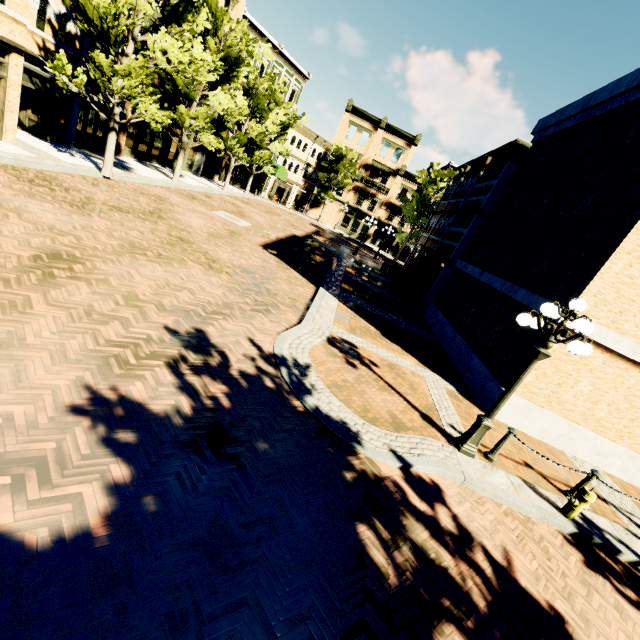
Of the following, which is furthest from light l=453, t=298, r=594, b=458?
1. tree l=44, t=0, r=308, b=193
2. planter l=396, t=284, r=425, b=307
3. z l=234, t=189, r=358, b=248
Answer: z l=234, t=189, r=358, b=248

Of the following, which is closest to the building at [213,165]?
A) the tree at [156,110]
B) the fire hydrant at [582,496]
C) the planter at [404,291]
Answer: the tree at [156,110]

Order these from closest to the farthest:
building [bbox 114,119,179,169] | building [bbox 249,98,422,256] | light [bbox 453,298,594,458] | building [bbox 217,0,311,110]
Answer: light [bbox 453,298,594,458] → building [bbox 114,119,179,169] → building [bbox 217,0,311,110] → building [bbox 249,98,422,256]

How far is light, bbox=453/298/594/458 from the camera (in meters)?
5.37

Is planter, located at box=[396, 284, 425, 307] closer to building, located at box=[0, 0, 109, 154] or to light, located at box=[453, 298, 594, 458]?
light, located at box=[453, 298, 594, 458]

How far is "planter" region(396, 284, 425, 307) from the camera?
18.8m

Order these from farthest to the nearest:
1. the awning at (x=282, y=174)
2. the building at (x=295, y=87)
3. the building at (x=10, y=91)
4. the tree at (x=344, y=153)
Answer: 1. the tree at (x=344, y=153)
2. the awning at (x=282, y=174)
3. the building at (x=295, y=87)
4. the building at (x=10, y=91)

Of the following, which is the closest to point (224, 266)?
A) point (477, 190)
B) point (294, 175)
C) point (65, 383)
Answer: point (65, 383)
